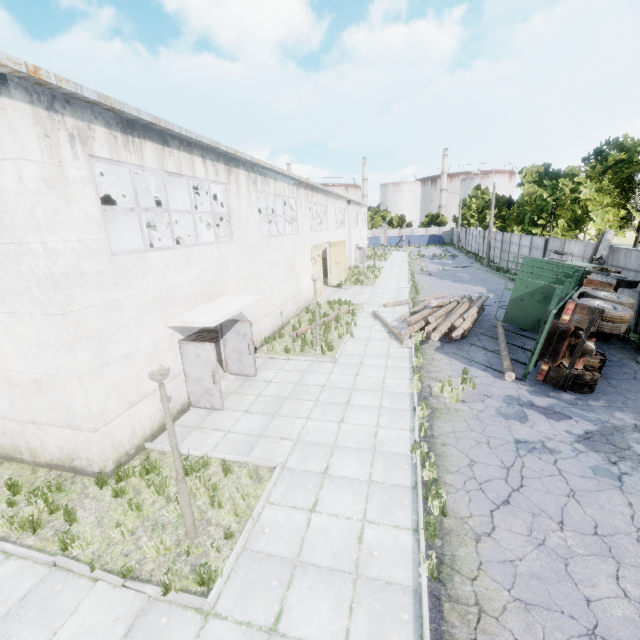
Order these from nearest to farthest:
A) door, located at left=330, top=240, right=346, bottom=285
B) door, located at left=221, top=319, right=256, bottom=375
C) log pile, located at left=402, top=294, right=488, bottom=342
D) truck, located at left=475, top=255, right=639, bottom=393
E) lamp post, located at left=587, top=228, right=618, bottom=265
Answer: truck, located at left=475, top=255, right=639, bottom=393, door, located at left=221, top=319, right=256, bottom=375, log pile, located at left=402, top=294, right=488, bottom=342, lamp post, located at left=587, top=228, right=618, bottom=265, door, located at left=330, top=240, right=346, bottom=285

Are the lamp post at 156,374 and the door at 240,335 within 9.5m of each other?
yes

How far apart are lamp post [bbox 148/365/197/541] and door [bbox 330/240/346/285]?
23.76m

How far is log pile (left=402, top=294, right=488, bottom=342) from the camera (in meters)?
14.45

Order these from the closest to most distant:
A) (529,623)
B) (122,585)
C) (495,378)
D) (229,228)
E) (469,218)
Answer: (529,623)
(122,585)
(495,378)
(229,228)
(469,218)

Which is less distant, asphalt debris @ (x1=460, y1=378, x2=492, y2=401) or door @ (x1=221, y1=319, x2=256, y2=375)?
asphalt debris @ (x1=460, y1=378, x2=492, y2=401)

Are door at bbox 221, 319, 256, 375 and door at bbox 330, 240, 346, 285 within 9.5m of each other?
no

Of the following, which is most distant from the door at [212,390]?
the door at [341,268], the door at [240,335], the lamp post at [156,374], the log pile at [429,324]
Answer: the door at [341,268]
